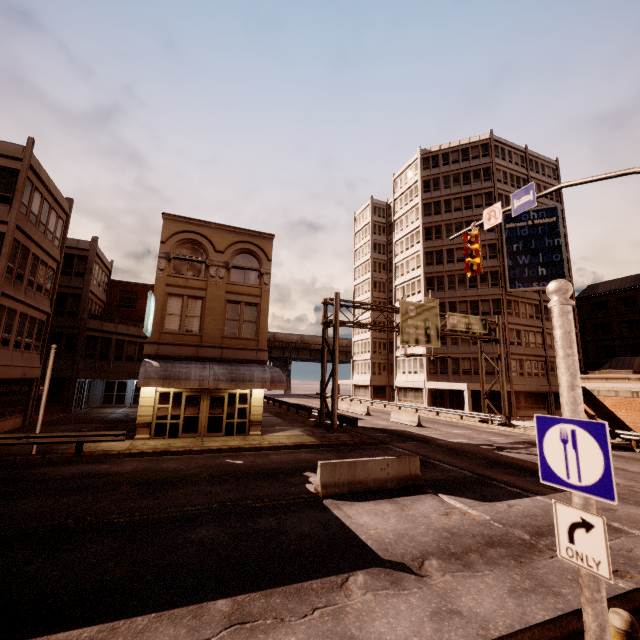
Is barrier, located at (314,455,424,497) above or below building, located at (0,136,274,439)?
below

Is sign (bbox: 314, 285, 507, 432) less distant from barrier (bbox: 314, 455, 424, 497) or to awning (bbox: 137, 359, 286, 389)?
awning (bbox: 137, 359, 286, 389)

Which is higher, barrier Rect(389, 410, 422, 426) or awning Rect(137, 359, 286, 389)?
awning Rect(137, 359, 286, 389)

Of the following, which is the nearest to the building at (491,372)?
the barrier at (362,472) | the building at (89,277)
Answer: the building at (89,277)

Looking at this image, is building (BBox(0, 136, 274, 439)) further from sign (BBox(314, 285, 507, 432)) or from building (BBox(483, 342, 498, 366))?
building (BBox(483, 342, 498, 366))

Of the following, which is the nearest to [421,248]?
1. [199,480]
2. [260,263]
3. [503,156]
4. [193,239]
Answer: [503,156]

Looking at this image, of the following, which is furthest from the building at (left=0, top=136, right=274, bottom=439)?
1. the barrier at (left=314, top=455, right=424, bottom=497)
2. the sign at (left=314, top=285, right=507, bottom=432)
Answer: the barrier at (left=314, top=455, right=424, bottom=497)

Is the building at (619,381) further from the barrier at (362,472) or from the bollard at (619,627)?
the bollard at (619,627)
